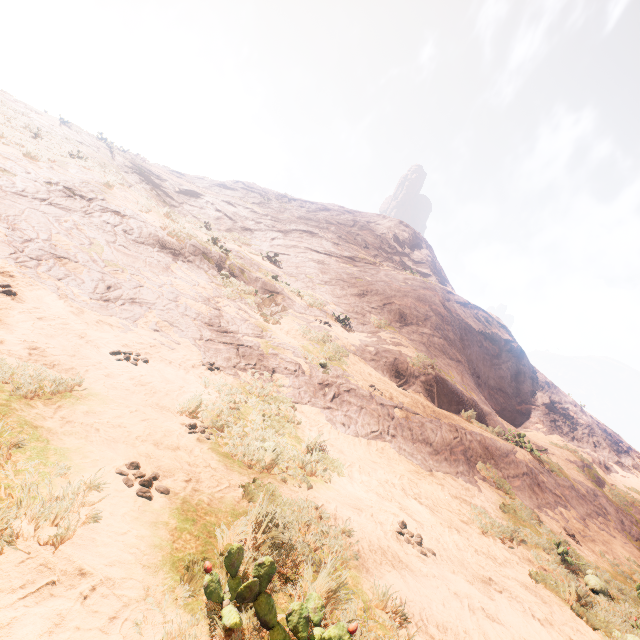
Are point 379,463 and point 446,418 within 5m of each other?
yes
